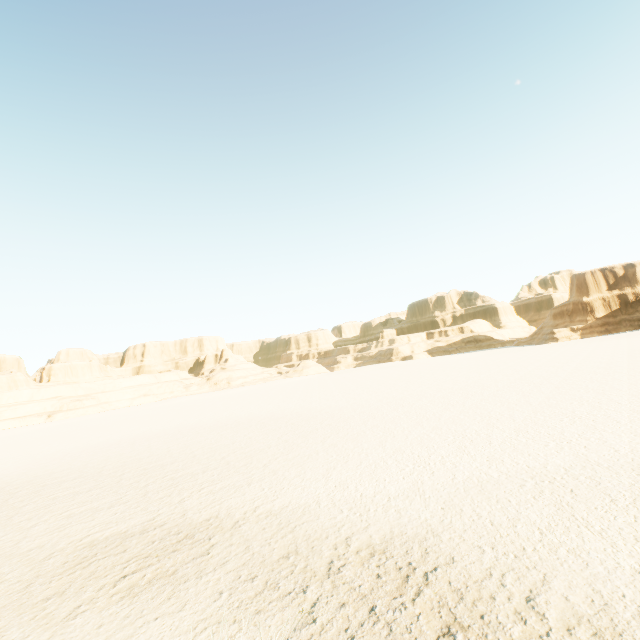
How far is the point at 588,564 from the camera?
5.56m
